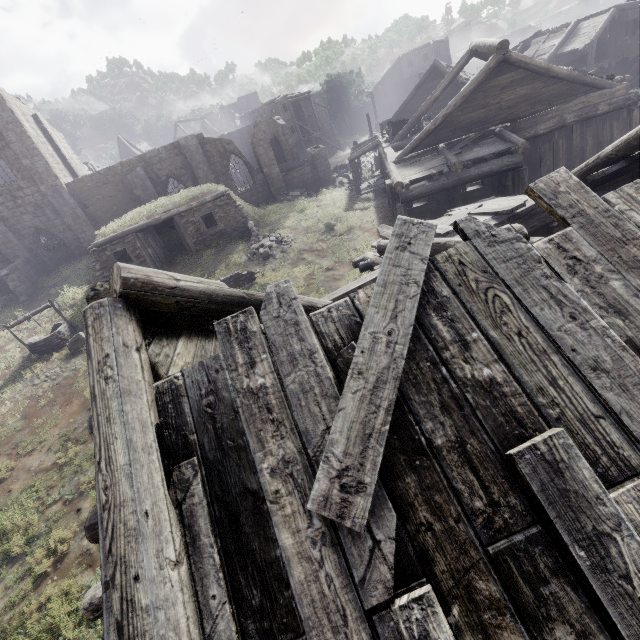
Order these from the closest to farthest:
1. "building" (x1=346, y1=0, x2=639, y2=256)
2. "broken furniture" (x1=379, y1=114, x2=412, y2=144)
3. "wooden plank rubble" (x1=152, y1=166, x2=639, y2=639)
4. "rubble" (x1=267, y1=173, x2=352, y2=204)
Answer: "wooden plank rubble" (x1=152, y1=166, x2=639, y2=639) < "building" (x1=346, y1=0, x2=639, y2=256) < "broken furniture" (x1=379, y1=114, x2=412, y2=144) < "rubble" (x1=267, y1=173, x2=352, y2=204)

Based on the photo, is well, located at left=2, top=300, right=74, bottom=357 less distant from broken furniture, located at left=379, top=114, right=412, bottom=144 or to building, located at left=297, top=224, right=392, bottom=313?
building, located at left=297, top=224, right=392, bottom=313

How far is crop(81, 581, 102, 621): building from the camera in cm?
430

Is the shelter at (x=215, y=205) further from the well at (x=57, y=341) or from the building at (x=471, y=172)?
the well at (x=57, y=341)

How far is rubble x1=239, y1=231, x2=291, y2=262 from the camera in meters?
17.7

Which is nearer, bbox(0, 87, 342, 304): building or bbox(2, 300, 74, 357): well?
bbox(2, 300, 74, 357): well

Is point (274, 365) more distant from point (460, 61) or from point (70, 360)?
point (460, 61)

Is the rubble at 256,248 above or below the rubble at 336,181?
above
